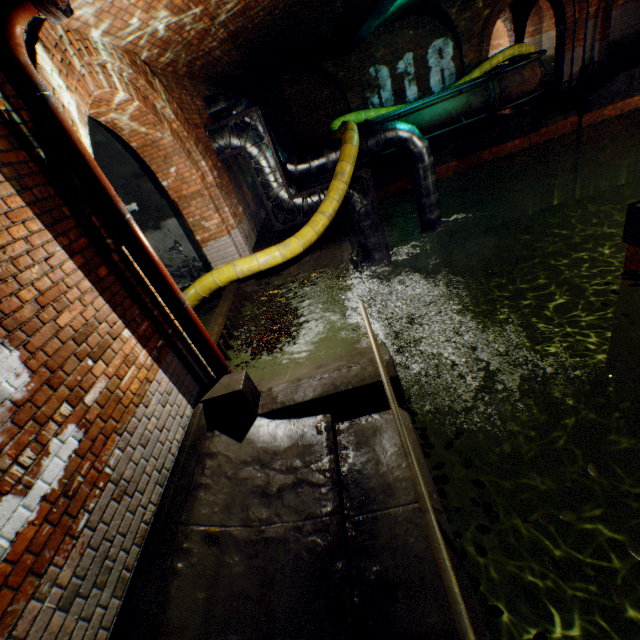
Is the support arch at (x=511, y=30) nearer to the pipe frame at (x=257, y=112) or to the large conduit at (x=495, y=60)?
the large conduit at (x=495, y=60)

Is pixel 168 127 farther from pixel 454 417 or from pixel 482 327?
pixel 482 327

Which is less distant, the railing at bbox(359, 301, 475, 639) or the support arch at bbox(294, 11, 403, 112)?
the railing at bbox(359, 301, 475, 639)

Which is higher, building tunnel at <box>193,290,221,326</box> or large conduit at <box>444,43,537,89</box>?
large conduit at <box>444,43,537,89</box>

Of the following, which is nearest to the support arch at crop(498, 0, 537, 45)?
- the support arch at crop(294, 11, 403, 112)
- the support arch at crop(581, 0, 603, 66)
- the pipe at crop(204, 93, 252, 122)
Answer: the support arch at crop(581, 0, 603, 66)

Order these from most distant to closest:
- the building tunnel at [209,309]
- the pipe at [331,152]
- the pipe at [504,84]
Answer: the pipe at [504,84] → the pipe at [331,152] → the building tunnel at [209,309]

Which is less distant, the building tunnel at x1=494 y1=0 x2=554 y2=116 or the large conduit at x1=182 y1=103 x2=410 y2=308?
the large conduit at x1=182 y1=103 x2=410 y2=308

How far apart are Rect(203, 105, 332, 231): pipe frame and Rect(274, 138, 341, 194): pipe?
0.3m
